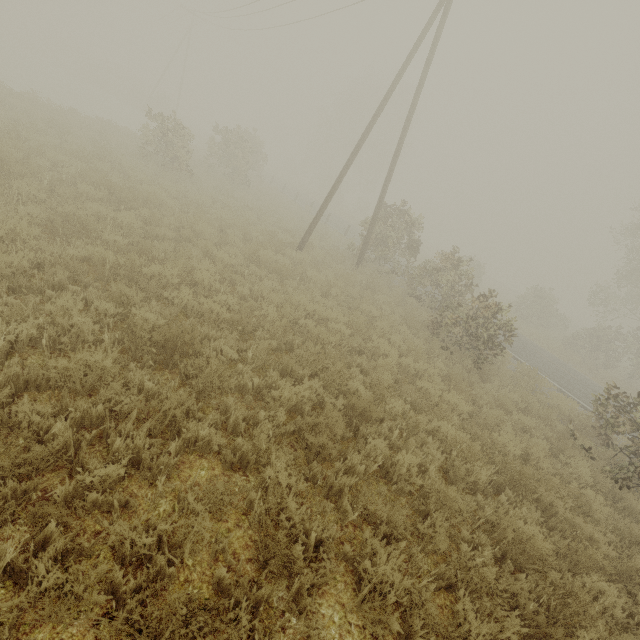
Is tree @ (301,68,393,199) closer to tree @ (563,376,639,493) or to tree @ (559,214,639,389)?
tree @ (563,376,639,493)

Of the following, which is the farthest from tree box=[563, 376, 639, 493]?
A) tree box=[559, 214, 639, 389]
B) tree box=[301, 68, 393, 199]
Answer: tree box=[301, 68, 393, 199]

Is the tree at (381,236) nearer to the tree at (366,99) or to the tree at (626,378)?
the tree at (626,378)

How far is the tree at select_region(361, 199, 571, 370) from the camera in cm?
1016

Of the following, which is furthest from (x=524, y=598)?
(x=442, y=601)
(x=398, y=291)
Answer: (x=398, y=291)
